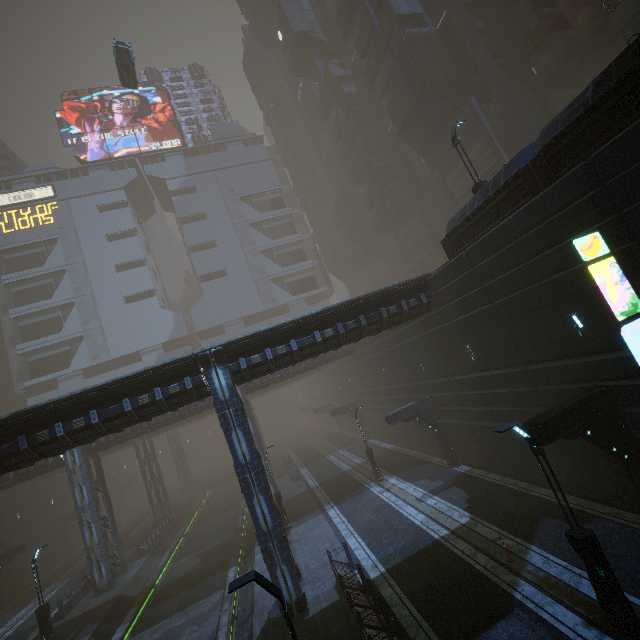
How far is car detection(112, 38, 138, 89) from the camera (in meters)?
29.40

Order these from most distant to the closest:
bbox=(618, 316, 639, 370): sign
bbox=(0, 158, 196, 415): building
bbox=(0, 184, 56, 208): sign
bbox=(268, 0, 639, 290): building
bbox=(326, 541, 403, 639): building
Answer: bbox=(0, 184, 56, 208): sign → bbox=(0, 158, 196, 415): building → bbox=(268, 0, 639, 290): building → bbox=(326, 541, 403, 639): building → bbox=(618, 316, 639, 370): sign

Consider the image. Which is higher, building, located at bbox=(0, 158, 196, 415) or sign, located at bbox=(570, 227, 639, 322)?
building, located at bbox=(0, 158, 196, 415)

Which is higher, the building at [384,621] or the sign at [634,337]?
the sign at [634,337]

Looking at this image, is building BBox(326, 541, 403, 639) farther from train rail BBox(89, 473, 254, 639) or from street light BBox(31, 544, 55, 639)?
street light BBox(31, 544, 55, 639)

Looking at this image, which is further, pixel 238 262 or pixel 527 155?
pixel 238 262

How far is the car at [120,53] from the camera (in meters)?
29.40

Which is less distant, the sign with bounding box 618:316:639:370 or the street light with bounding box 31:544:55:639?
the sign with bounding box 618:316:639:370
